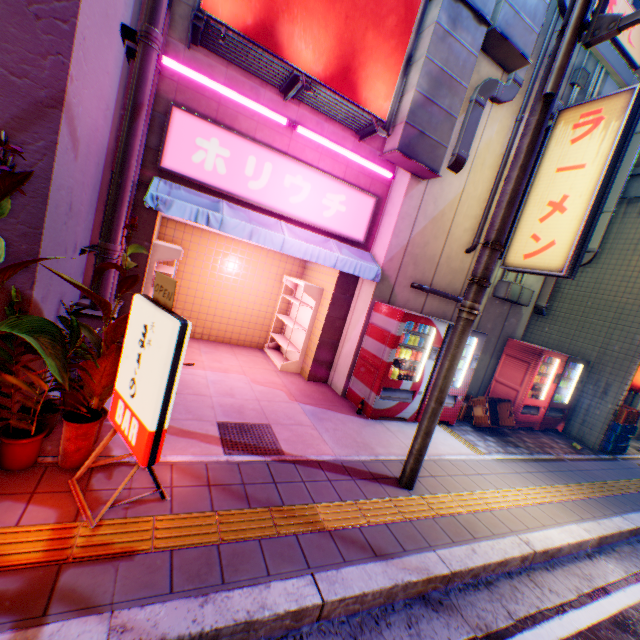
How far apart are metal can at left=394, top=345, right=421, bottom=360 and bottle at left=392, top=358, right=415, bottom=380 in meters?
0.1 m

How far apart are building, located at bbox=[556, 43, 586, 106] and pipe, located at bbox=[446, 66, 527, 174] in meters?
0.0

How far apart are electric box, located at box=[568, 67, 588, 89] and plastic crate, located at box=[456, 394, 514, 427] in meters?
7.1

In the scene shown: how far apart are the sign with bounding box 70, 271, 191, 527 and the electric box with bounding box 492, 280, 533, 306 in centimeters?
726cm

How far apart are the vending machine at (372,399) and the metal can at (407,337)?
0.0m

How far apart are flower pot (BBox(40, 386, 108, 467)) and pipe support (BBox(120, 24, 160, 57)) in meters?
4.1

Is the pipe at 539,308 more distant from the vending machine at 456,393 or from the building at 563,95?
the vending machine at 456,393

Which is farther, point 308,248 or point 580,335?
point 580,335
